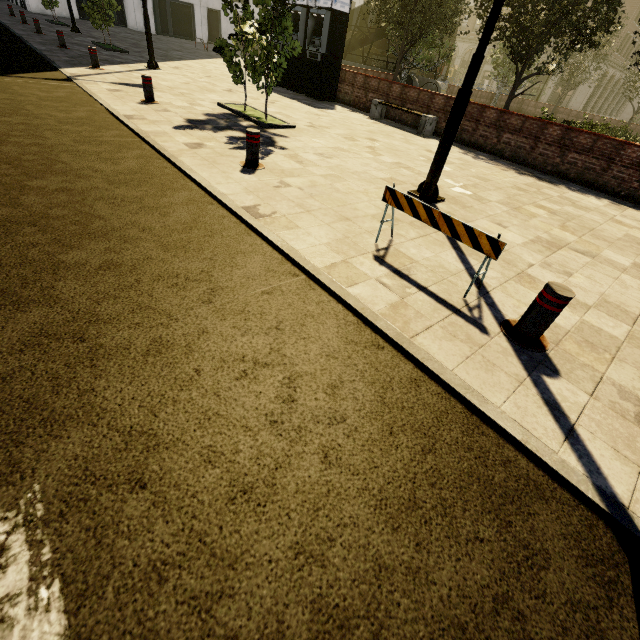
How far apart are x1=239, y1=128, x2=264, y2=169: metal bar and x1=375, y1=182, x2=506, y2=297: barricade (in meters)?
2.80

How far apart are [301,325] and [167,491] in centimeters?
152cm

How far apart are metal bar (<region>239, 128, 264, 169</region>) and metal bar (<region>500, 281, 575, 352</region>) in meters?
4.5 m

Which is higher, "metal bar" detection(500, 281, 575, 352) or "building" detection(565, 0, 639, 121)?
"building" detection(565, 0, 639, 121)

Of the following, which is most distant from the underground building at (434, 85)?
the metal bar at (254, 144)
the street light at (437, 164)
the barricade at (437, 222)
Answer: the barricade at (437, 222)

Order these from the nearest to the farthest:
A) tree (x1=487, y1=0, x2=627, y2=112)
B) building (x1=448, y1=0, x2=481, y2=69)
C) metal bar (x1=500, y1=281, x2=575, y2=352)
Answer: metal bar (x1=500, y1=281, x2=575, y2=352) → tree (x1=487, y1=0, x2=627, y2=112) → building (x1=448, y1=0, x2=481, y2=69)

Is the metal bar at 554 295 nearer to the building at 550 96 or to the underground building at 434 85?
the building at 550 96

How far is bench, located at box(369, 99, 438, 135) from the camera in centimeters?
1114cm
